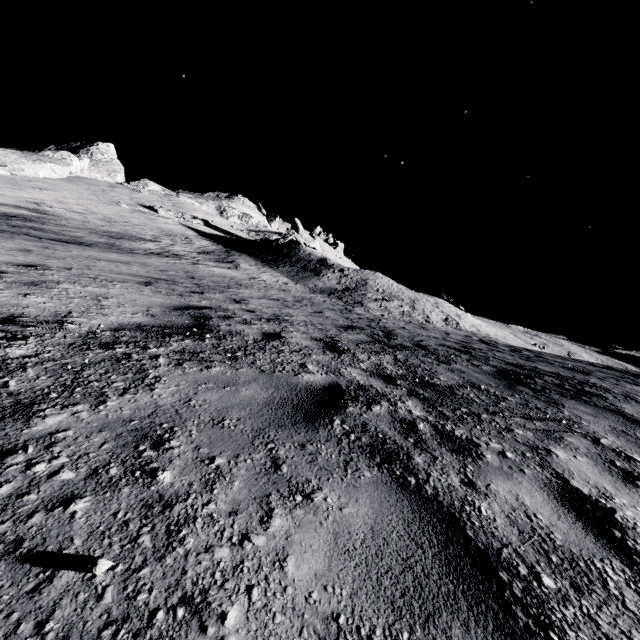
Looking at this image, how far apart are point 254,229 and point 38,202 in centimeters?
2891cm
